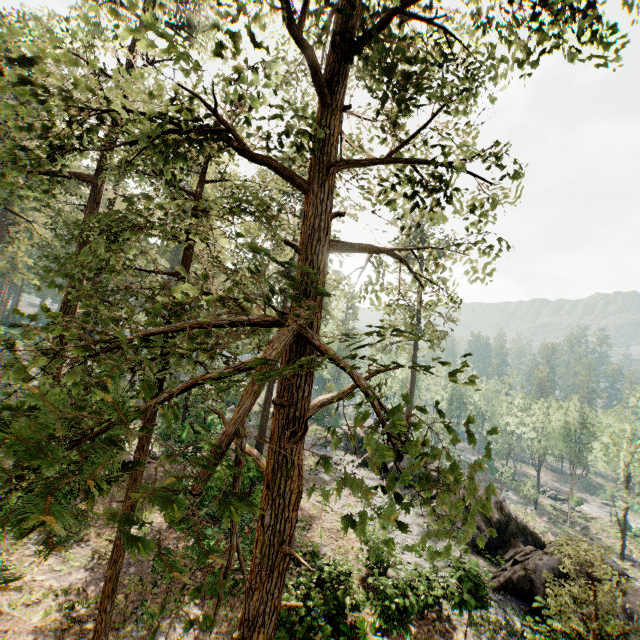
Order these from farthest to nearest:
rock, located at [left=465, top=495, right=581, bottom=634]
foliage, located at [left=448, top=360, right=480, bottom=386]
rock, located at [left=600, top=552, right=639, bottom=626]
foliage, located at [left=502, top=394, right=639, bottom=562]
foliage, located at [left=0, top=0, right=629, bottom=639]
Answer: foliage, located at [left=502, top=394, right=639, bottom=562]
rock, located at [left=465, top=495, right=581, bottom=634]
rock, located at [left=600, top=552, right=639, bottom=626]
foliage, located at [left=448, top=360, right=480, bottom=386]
foliage, located at [left=0, top=0, right=629, bottom=639]

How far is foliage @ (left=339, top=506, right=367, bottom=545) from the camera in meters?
2.3 m

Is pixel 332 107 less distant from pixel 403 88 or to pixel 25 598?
pixel 403 88

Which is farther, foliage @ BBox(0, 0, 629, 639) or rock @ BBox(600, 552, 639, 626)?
rock @ BBox(600, 552, 639, 626)

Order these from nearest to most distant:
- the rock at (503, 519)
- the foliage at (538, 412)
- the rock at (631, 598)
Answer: the rock at (631, 598) → the rock at (503, 519) → the foliage at (538, 412)

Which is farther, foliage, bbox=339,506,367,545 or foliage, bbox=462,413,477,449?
foliage, bbox=462,413,477,449

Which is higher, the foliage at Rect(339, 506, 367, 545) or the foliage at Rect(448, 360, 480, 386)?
the foliage at Rect(448, 360, 480, 386)

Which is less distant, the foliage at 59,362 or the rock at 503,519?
the foliage at 59,362
